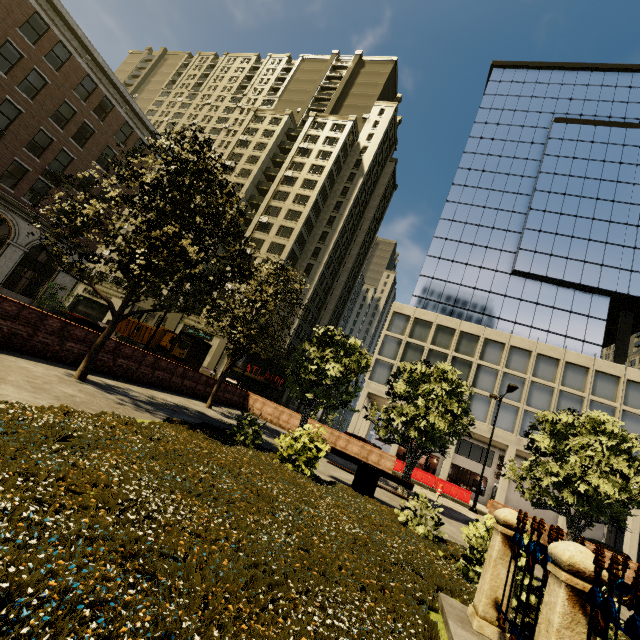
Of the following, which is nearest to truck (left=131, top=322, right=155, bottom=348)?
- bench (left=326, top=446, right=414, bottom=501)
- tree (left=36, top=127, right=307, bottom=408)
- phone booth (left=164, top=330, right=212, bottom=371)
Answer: phone booth (left=164, top=330, right=212, bottom=371)

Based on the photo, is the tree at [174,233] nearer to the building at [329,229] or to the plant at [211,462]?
the plant at [211,462]

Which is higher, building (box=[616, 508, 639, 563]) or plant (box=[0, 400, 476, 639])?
building (box=[616, 508, 639, 563])

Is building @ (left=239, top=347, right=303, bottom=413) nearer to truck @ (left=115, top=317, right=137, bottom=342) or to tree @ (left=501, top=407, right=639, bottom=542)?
tree @ (left=501, top=407, right=639, bottom=542)

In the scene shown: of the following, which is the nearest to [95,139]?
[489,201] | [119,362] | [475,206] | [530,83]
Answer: [119,362]

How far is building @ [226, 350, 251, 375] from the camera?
38.1m

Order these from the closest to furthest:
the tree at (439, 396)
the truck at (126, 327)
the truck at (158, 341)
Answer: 1. the tree at (439, 396)
2. the truck at (158, 341)
3. the truck at (126, 327)

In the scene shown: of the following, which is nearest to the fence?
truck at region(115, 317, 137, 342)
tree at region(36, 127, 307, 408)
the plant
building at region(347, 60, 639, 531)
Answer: the plant
